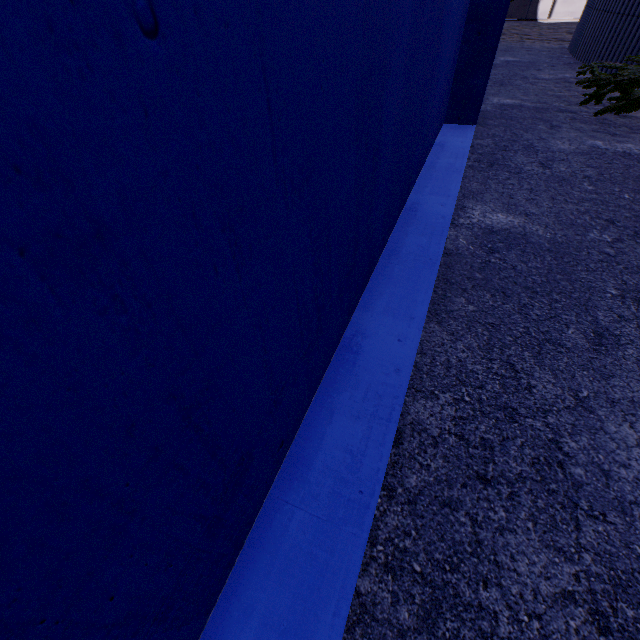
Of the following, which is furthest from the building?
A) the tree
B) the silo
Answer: the silo

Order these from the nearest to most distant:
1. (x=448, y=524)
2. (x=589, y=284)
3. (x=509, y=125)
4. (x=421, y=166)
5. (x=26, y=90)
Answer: (x=26, y=90) → (x=448, y=524) → (x=589, y=284) → (x=421, y=166) → (x=509, y=125)

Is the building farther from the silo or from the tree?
the silo

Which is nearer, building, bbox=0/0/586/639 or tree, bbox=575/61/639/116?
building, bbox=0/0/586/639

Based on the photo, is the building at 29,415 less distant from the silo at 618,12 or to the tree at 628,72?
the tree at 628,72

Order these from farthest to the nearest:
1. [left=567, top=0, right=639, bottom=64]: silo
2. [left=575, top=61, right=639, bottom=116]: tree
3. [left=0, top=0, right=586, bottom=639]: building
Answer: [left=567, top=0, right=639, bottom=64]: silo → [left=575, top=61, right=639, bottom=116]: tree → [left=0, top=0, right=586, bottom=639]: building

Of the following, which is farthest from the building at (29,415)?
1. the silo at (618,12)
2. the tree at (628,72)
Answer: the silo at (618,12)
